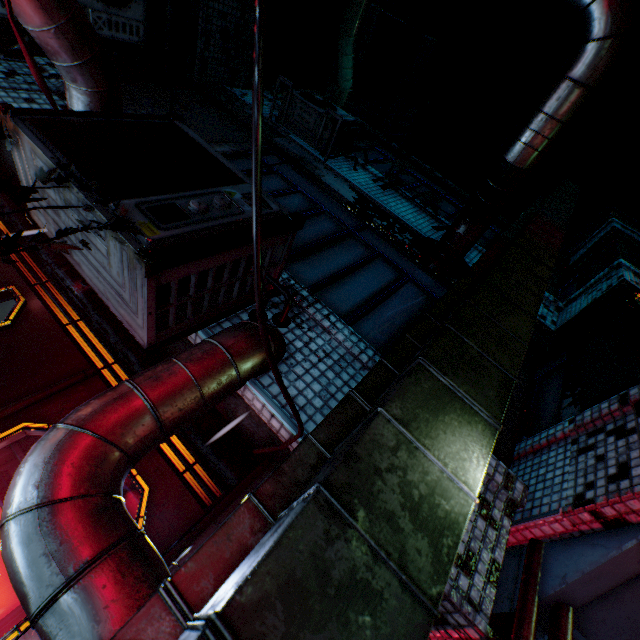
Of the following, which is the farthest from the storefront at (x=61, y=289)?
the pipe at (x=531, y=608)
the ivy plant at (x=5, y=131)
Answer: the pipe at (x=531, y=608)

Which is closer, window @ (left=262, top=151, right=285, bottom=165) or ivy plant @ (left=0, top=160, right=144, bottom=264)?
ivy plant @ (left=0, top=160, right=144, bottom=264)

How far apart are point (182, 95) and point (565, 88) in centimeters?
422cm

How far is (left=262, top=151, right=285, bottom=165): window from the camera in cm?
379

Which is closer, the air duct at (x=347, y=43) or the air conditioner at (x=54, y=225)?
the air conditioner at (x=54, y=225)

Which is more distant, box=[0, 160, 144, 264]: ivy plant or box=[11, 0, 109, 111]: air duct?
box=[11, 0, 109, 111]: air duct

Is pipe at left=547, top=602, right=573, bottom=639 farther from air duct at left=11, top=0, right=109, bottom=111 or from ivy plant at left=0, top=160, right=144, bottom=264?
ivy plant at left=0, top=160, right=144, bottom=264

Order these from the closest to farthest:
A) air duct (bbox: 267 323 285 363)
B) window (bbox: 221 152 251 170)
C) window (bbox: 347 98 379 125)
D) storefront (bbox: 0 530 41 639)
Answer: storefront (bbox: 0 530 41 639), air duct (bbox: 267 323 285 363), window (bbox: 221 152 251 170), window (bbox: 347 98 379 125)
